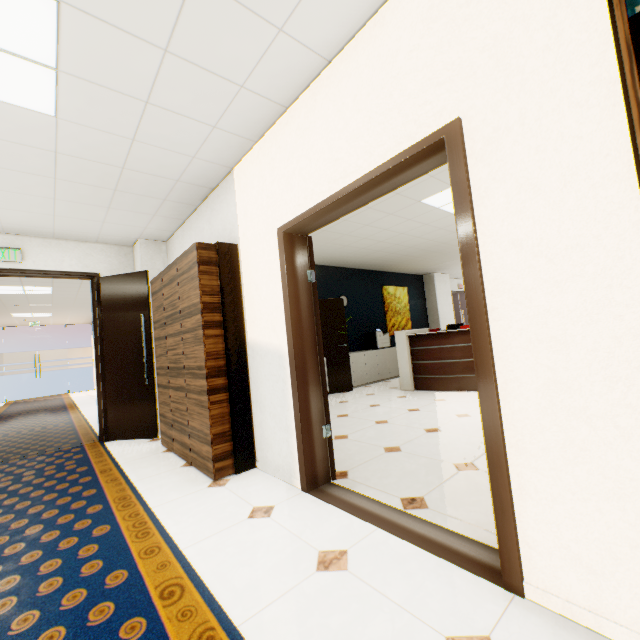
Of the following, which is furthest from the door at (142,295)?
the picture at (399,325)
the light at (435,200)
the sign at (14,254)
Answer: the picture at (399,325)

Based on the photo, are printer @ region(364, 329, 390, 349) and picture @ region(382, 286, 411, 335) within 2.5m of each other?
yes

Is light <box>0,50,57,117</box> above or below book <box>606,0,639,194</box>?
above

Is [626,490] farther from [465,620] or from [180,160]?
[180,160]

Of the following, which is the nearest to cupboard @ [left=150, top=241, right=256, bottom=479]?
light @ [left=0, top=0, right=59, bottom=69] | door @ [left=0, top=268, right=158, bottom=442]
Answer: door @ [left=0, top=268, right=158, bottom=442]

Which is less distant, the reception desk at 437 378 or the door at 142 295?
the door at 142 295

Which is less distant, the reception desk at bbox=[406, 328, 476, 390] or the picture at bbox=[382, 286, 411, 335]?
the reception desk at bbox=[406, 328, 476, 390]

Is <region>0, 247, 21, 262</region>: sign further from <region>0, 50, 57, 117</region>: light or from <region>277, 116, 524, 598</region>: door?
<region>277, 116, 524, 598</region>: door
